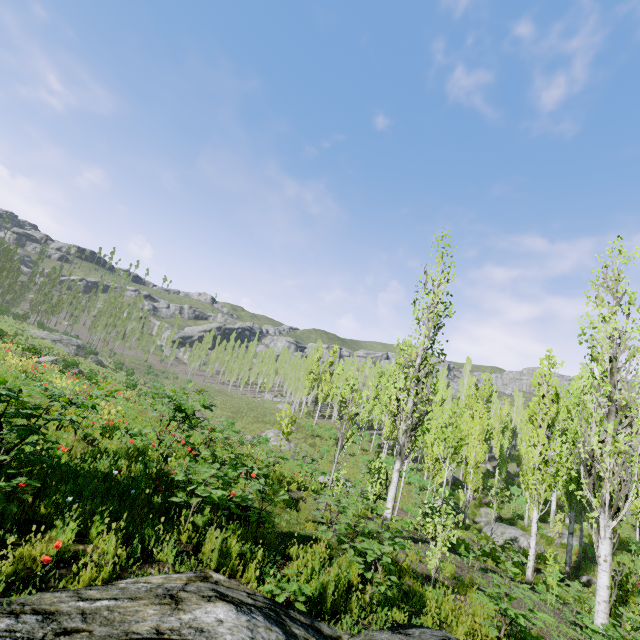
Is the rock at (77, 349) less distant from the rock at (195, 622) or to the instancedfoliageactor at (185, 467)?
the instancedfoliageactor at (185, 467)

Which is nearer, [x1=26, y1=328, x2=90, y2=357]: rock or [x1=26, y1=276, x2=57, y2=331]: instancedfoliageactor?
[x1=26, y1=328, x2=90, y2=357]: rock

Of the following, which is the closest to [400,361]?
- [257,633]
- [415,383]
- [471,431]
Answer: [471,431]

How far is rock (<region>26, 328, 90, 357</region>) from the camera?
43.5 meters

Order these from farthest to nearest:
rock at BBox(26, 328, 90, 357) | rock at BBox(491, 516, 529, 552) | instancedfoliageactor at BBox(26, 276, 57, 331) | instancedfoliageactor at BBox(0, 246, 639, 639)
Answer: instancedfoliageactor at BBox(26, 276, 57, 331)
rock at BBox(26, 328, 90, 357)
rock at BBox(491, 516, 529, 552)
instancedfoliageactor at BBox(0, 246, 639, 639)

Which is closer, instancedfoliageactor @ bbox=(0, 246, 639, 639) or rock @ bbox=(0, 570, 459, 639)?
rock @ bbox=(0, 570, 459, 639)

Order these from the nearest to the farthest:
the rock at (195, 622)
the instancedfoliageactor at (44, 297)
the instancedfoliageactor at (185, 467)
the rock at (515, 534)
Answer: the rock at (195, 622)
the instancedfoliageactor at (185, 467)
the rock at (515, 534)
the instancedfoliageactor at (44, 297)

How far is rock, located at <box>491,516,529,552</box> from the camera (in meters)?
21.00
